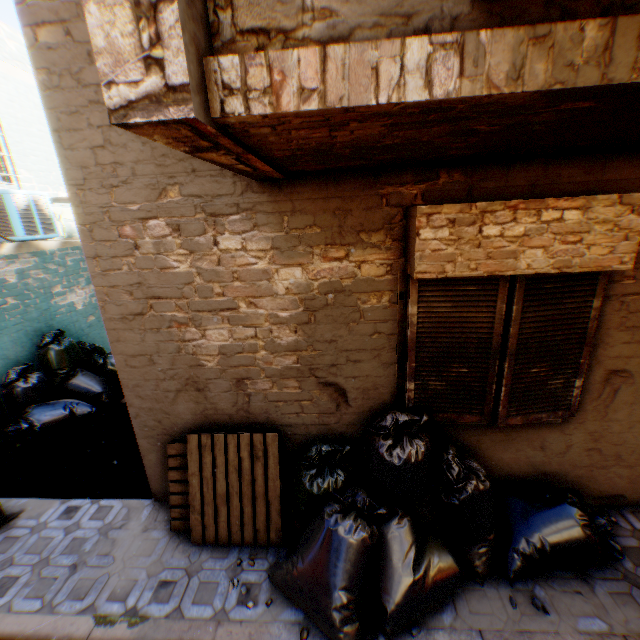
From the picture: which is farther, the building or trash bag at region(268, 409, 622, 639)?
trash bag at region(268, 409, 622, 639)

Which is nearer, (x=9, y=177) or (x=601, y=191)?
(x=601, y=191)

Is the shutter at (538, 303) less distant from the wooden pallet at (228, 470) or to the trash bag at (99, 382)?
the trash bag at (99, 382)

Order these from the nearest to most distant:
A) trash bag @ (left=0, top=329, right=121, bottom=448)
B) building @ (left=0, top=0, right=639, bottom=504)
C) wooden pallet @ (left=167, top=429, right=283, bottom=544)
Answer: building @ (left=0, top=0, right=639, bottom=504), wooden pallet @ (left=167, top=429, right=283, bottom=544), trash bag @ (left=0, top=329, right=121, bottom=448)

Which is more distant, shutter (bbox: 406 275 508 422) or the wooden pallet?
the wooden pallet

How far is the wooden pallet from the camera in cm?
341

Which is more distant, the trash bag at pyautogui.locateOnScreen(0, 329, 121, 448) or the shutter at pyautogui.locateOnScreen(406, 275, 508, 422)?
the trash bag at pyautogui.locateOnScreen(0, 329, 121, 448)
